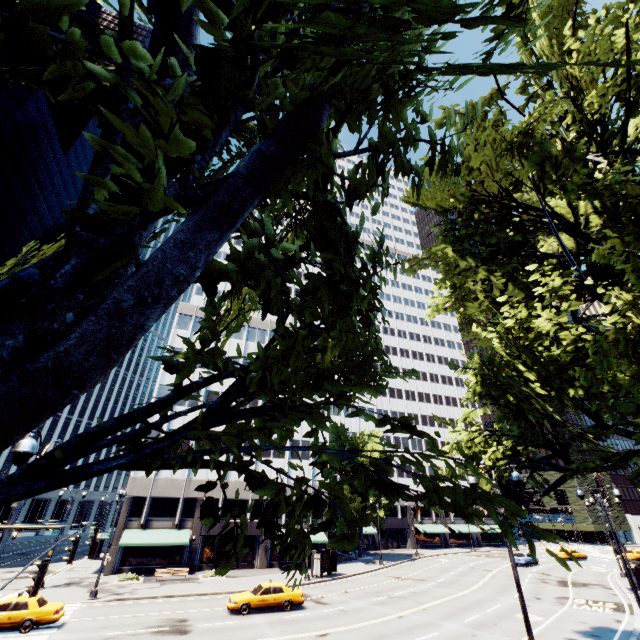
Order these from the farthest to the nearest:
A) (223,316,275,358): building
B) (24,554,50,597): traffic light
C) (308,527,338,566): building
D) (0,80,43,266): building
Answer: (0,80,43,266): building → (223,316,275,358): building → (308,527,338,566): building → (24,554,50,597): traffic light

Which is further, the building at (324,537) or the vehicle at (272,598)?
the building at (324,537)

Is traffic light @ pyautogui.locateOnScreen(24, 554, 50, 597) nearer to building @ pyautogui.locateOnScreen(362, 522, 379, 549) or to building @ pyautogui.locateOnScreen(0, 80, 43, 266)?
building @ pyautogui.locateOnScreen(362, 522, 379, 549)

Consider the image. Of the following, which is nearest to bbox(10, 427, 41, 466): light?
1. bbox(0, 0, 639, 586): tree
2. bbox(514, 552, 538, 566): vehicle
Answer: bbox(0, 0, 639, 586): tree

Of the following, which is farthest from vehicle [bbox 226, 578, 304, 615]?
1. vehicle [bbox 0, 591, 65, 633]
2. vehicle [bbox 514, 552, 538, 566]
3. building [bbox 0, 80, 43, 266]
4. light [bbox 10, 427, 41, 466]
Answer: building [bbox 0, 80, 43, 266]

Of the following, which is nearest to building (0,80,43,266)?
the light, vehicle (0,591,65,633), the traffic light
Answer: vehicle (0,591,65,633)

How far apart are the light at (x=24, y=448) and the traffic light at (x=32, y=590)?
4.63m

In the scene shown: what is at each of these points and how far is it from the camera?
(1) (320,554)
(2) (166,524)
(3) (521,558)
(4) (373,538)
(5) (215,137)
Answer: (1) bus stop, 33.09m
(2) building, 35.97m
(3) vehicle, 42.47m
(4) building, 57.97m
(5) tree, 2.64m
